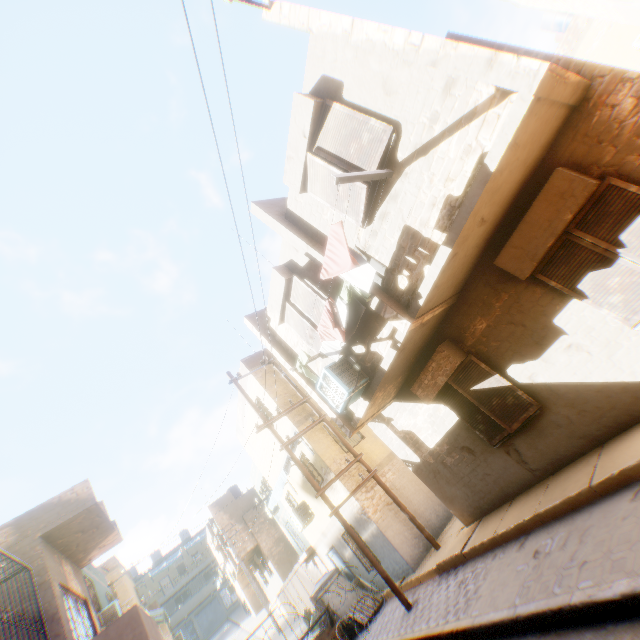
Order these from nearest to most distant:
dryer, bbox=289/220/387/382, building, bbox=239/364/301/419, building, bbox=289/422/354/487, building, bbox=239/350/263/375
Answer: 1. dryer, bbox=289/220/387/382
2. building, bbox=289/422/354/487
3. building, bbox=239/364/301/419
4. building, bbox=239/350/263/375

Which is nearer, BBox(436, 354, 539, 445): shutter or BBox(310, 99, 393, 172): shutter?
BBox(310, 99, 393, 172): shutter

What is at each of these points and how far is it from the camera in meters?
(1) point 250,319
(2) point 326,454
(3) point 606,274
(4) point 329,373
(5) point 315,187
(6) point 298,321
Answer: (1) building, 10.2 m
(2) building, 12.0 m
(3) shutter, 4.8 m
(4) air conditioner, 7.0 m
(5) shutter, 6.2 m
(6) shutter, 8.2 m

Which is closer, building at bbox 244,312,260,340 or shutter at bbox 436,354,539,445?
shutter at bbox 436,354,539,445

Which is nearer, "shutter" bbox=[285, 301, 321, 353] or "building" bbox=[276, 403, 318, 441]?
"shutter" bbox=[285, 301, 321, 353]

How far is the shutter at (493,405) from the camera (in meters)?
6.42

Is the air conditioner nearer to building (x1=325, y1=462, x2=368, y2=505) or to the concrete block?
building (x1=325, y1=462, x2=368, y2=505)

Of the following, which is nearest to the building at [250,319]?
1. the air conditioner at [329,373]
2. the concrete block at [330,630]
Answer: the air conditioner at [329,373]
